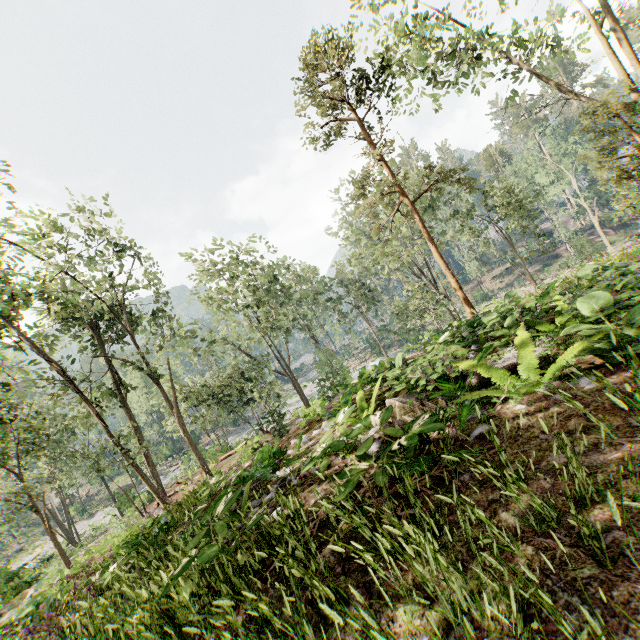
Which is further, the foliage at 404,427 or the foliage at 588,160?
the foliage at 588,160

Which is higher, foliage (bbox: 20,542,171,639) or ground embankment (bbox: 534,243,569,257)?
foliage (bbox: 20,542,171,639)

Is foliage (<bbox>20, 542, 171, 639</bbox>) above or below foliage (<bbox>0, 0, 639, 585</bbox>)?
below

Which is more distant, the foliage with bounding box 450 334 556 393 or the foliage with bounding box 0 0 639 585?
the foliage with bounding box 0 0 639 585

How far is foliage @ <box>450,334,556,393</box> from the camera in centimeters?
429cm

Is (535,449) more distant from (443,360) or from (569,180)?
(569,180)

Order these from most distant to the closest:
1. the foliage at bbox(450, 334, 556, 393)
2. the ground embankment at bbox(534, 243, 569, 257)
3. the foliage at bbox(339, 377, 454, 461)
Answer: Answer: the ground embankment at bbox(534, 243, 569, 257) < the foliage at bbox(450, 334, 556, 393) < the foliage at bbox(339, 377, 454, 461)

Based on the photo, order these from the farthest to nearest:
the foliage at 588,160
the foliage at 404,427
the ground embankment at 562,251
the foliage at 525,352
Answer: the ground embankment at 562,251 < the foliage at 588,160 < the foliage at 525,352 < the foliage at 404,427
